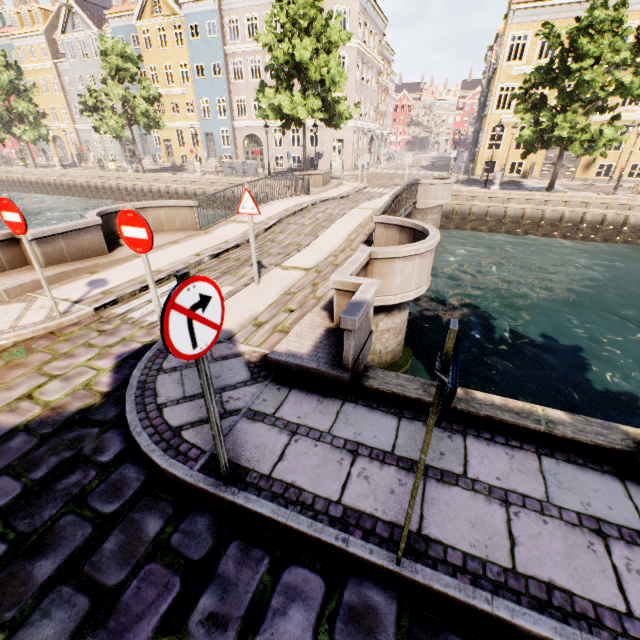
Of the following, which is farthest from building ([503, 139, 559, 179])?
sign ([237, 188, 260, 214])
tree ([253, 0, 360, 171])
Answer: sign ([237, 188, 260, 214])

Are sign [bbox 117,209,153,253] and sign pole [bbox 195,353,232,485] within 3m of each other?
yes

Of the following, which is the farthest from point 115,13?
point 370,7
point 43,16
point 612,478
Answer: point 612,478

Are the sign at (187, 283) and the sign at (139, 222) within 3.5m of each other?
yes

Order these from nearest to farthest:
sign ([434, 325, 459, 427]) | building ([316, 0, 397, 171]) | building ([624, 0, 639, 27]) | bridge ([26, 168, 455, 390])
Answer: sign ([434, 325, 459, 427]) → bridge ([26, 168, 455, 390]) → building ([624, 0, 639, 27]) → building ([316, 0, 397, 171])

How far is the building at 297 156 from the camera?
31.8m

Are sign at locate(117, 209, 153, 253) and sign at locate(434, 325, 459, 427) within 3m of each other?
no

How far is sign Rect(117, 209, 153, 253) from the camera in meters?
3.8
